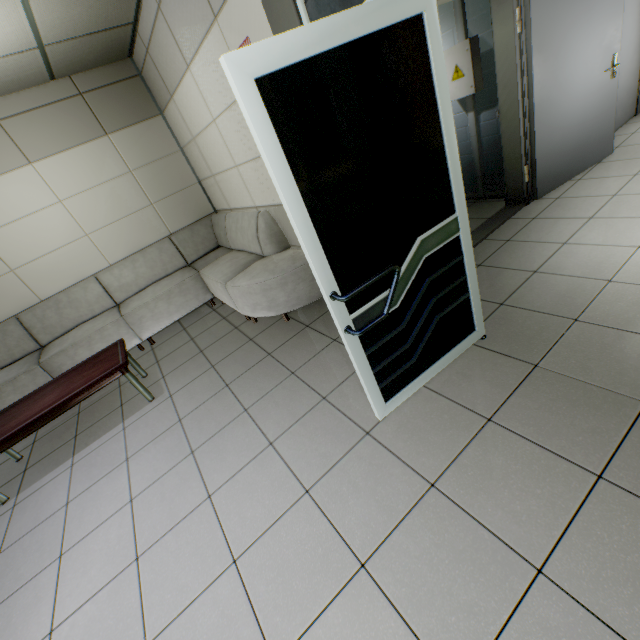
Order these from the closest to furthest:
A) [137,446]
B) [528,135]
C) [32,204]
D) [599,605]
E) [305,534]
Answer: [599,605], [305,534], [137,446], [528,135], [32,204]

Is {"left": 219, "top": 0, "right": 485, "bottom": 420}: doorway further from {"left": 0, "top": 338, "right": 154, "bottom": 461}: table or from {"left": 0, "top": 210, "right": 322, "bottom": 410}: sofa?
{"left": 0, "top": 338, "right": 154, "bottom": 461}: table

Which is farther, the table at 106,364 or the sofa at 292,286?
the sofa at 292,286

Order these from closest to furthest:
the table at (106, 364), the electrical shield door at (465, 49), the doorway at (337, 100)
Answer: the doorway at (337, 100) < the table at (106, 364) < the electrical shield door at (465, 49)

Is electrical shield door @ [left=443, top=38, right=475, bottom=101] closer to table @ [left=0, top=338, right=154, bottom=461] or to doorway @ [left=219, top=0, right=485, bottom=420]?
doorway @ [left=219, top=0, right=485, bottom=420]

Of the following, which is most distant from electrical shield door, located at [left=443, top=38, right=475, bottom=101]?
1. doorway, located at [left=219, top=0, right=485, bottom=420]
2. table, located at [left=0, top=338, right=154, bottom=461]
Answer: table, located at [left=0, top=338, right=154, bottom=461]

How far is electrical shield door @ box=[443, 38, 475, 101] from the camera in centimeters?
344cm

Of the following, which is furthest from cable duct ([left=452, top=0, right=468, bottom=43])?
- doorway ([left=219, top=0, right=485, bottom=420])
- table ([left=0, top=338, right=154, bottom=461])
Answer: table ([left=0, top=338, right=154, bottom=461])
